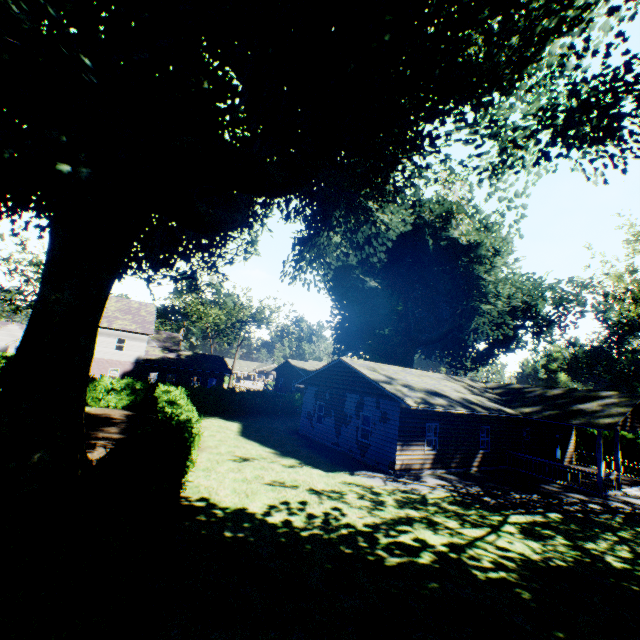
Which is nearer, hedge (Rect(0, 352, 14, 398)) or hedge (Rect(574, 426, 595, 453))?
hedge (Rect(0, 352, 14, 398))

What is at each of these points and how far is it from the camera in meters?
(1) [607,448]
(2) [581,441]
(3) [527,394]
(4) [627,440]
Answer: (1) hedge, 28.2
(2) hedge, 29.6
(3) house, 23.5
(4) hedge, 25.8

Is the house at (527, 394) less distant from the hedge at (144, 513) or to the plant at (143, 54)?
the plant at (143, 54)

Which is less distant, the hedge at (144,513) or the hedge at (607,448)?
the hedge at (144,513)

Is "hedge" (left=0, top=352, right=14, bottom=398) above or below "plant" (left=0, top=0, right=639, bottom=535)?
below

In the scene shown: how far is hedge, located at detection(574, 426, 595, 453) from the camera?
28.3 meters

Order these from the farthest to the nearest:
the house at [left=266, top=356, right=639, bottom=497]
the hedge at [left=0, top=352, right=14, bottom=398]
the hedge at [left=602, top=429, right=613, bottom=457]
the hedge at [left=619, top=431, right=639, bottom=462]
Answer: the hedge at [left=602, top=429, right=613, bottom=457]
the hedge at [left=619, top=431, right=639, bottom=462]
the hedge at [left=0, top=352, right=14, bottom=398]
the house at [left=266, top=356, right=639, bottom=497]
